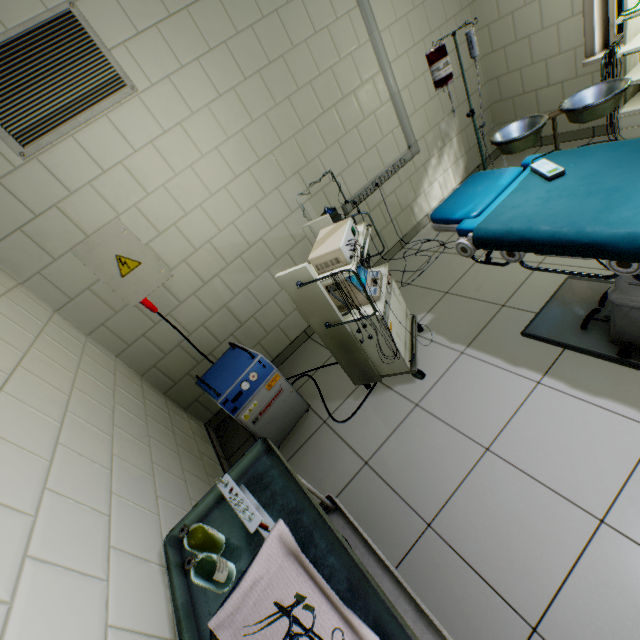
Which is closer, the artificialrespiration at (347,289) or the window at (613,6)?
the artificialrespiration at (347,289)

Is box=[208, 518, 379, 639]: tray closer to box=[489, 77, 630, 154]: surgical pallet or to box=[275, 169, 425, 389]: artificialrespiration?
box=[275, 169, 425, 389]: artificialrespiration

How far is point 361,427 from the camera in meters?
2.2

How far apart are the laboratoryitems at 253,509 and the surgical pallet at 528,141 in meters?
2.9 m

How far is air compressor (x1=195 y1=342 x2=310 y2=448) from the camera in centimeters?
212cm

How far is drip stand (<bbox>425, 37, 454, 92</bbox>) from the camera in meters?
2.1 m

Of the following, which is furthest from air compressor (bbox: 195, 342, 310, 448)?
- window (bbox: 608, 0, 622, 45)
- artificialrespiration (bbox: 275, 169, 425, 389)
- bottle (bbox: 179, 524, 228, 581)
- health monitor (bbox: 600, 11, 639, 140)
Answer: window (bbox: 608, 0, 622, 45)

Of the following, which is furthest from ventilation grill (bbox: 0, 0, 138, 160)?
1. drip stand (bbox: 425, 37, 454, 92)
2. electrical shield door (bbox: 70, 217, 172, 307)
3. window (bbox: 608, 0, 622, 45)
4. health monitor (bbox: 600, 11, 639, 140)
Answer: window (bbox: 608, 0, 622, 45)
